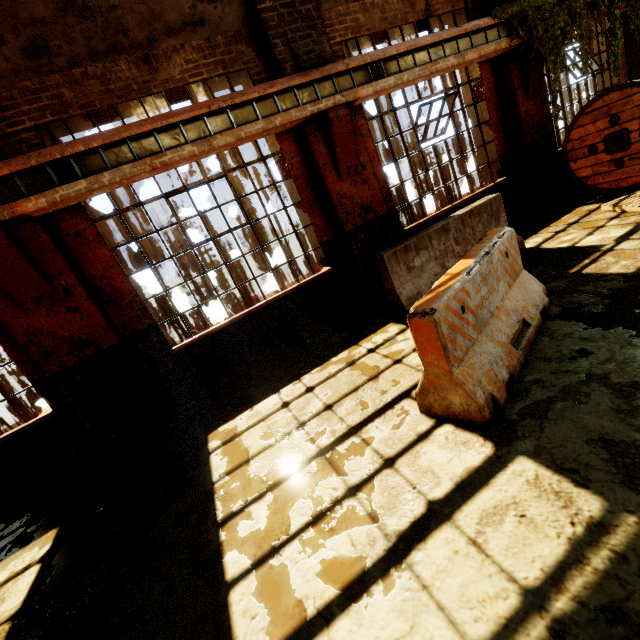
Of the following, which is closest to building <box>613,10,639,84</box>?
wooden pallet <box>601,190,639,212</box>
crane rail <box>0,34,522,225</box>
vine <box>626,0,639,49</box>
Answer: crane rail <box>0,34,522,225</box>

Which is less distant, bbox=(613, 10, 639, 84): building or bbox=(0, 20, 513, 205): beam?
bbox=(0, 20, 513, 205): beam

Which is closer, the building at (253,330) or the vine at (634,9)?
the building at (253,330)

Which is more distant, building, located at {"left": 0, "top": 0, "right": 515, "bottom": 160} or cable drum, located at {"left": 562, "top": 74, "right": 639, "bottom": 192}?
cable drum, located at {"left": 562, "top": 74, "right": 639, "bottom": 192}

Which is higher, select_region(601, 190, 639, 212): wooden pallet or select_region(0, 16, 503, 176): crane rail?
select_region(0, 16, 503, 176): crane rail

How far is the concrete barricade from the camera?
2.6 meters

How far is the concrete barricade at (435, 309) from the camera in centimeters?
257cm

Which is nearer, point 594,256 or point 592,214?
point 594,256
